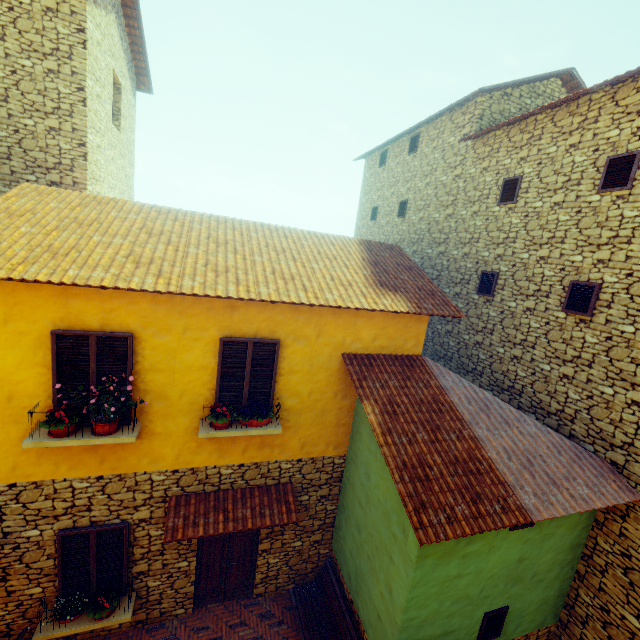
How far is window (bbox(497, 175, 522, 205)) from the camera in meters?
8.4

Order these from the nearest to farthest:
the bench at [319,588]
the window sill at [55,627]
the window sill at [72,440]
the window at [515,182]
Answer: the window sill at [72,440] → the window sill at [55,627] → the bench at [319,588] → the window at [515,182]

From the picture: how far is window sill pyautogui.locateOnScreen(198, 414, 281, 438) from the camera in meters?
5.8

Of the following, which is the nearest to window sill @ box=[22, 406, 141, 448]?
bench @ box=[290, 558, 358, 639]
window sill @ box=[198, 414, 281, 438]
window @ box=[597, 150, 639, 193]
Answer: window @ box=[597, 150, 639, 193]

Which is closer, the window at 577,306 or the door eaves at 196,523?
the door eaves at 196,523

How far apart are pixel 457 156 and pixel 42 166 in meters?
11.8 m

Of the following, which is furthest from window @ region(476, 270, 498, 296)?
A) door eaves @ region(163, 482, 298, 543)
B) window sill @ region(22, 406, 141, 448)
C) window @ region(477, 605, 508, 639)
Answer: window @ region(477, 605, 508, 639)
